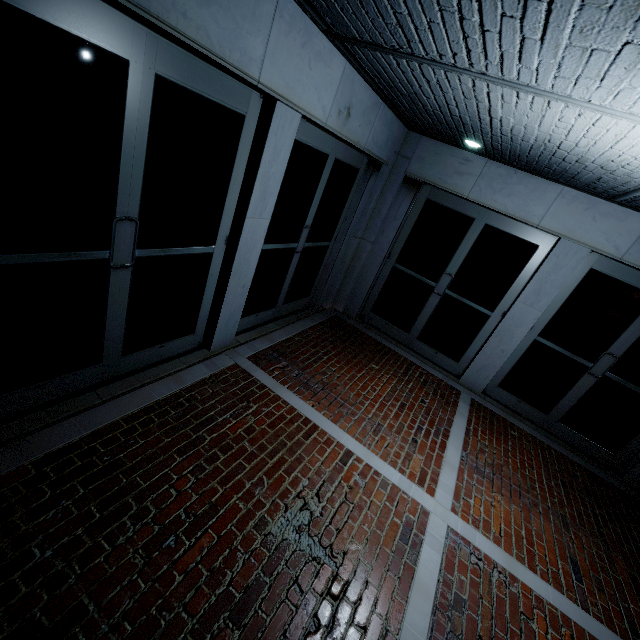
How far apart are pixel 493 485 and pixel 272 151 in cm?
479
